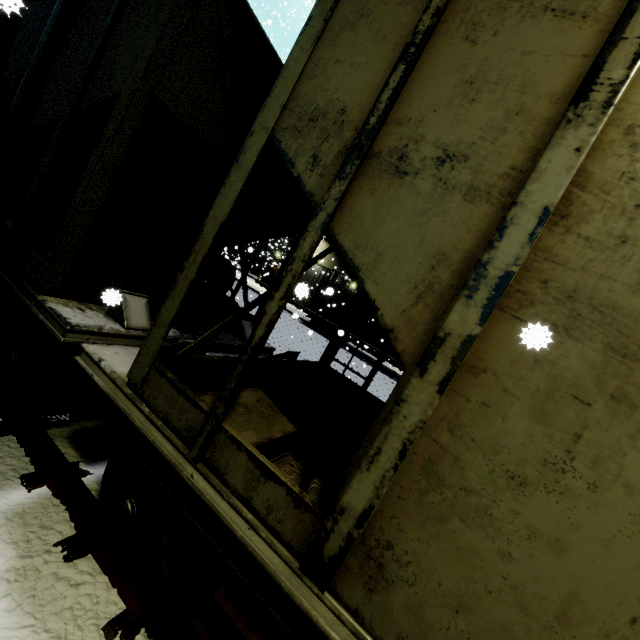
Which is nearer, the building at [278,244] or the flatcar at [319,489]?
the flatcar at [319,489]

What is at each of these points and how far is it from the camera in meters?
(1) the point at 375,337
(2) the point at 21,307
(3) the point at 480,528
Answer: (1) semi trailer, 22.1 m
(2) flatcar, 2.8 m
(3) coal car, 1.2 m

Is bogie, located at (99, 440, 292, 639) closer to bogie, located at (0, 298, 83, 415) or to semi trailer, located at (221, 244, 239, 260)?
bogie, located at (0, 298, 83, 415)

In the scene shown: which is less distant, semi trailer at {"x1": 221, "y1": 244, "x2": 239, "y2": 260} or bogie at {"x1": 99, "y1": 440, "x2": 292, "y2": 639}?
bogie at {"x1": 99, "y1": 440, "x2": 292, "y2": 639}

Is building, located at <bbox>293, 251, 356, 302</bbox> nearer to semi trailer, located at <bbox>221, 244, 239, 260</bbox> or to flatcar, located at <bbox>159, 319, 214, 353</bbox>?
semi trailer, located at <bbox>221, 244, 239, 260</bbox>

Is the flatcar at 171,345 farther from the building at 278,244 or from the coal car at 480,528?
the building at 278,244

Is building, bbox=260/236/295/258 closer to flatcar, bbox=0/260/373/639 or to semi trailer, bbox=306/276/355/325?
semi trailer, bbox=306/276/355/325

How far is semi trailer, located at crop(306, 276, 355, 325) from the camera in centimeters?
2311cm
